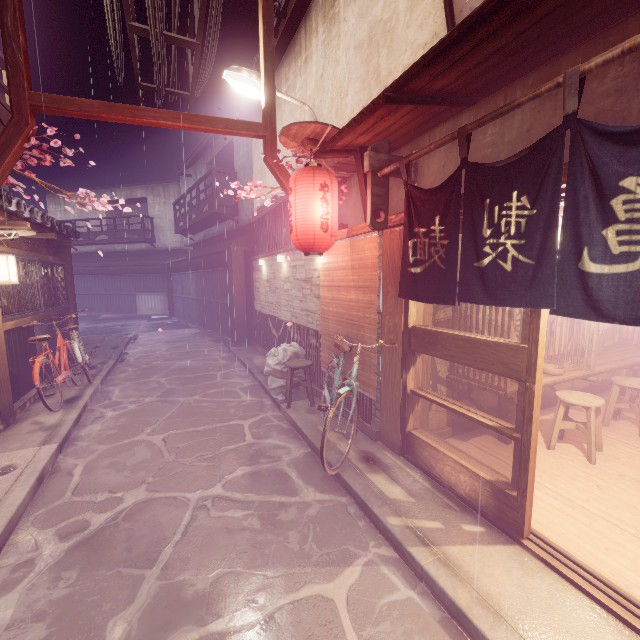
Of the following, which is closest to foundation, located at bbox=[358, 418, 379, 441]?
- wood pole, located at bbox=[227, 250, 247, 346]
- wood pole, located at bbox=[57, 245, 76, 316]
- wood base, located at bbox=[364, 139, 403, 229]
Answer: wood pole, located at bbox=[227, 250, 247, 346]

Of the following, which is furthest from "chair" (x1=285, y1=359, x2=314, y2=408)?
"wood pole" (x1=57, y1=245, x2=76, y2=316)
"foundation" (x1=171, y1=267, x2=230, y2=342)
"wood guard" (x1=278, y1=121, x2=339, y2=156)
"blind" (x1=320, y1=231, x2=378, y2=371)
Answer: "wood pole" (x1=57, y1=245, x2=76, y2=316)

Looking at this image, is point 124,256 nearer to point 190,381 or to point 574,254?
point 190,381

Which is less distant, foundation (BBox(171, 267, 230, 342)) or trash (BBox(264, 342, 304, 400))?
trash (BBox(264, 342, 304, 400))

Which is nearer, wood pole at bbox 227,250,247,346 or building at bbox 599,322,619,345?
building at bbox 599,322,619,345

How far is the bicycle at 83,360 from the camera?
9.45m

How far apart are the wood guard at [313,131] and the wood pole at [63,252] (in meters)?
13.02

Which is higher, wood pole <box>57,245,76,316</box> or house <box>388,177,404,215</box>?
house <box>388,177,404,215</box>
